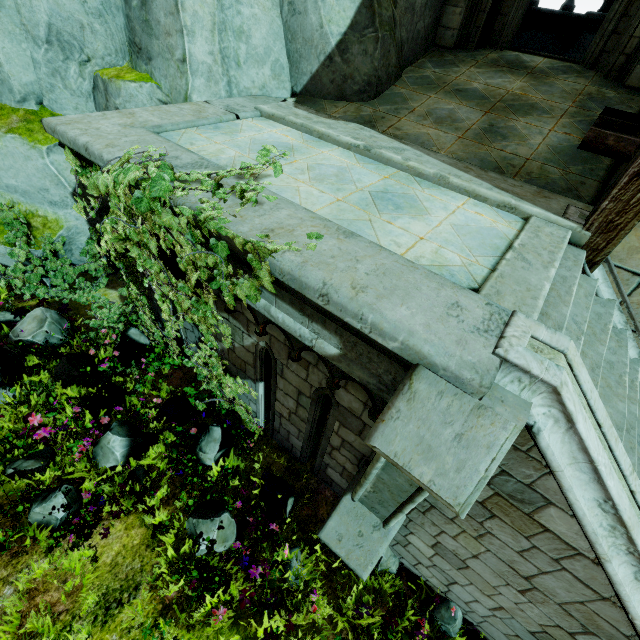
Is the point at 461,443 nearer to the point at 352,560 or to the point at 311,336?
the point at 311,336

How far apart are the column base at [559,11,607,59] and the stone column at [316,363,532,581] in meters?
11.9

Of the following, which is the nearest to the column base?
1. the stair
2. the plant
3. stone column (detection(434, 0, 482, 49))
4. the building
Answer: the building

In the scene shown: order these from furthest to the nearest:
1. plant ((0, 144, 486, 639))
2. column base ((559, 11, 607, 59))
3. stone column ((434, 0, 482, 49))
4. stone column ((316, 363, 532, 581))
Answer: column base ((559, 11, 607, 59)) < stone column ((434, 0, 482, 49)) < plant ((0, 144, 486, 639)) < stone column ((316, 363, 532, 581))

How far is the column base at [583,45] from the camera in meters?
8.5 m

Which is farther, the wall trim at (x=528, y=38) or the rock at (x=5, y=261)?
the wall trim at (x=528, y=38)

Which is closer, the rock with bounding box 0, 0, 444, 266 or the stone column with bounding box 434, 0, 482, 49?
the rock with bounding box 0, 0, 444, 266

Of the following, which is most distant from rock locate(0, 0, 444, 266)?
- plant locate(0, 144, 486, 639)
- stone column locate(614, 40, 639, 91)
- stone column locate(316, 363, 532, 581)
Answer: stone column locate(316, 363, 532, 581)
